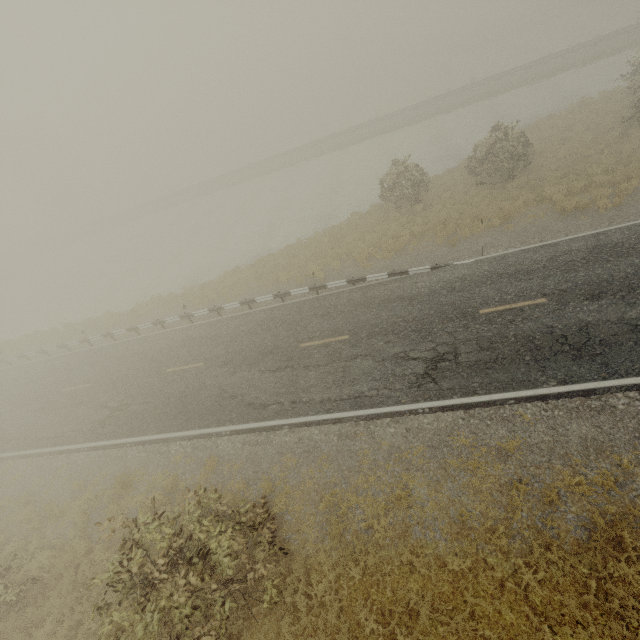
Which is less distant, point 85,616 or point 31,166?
point 85,616
